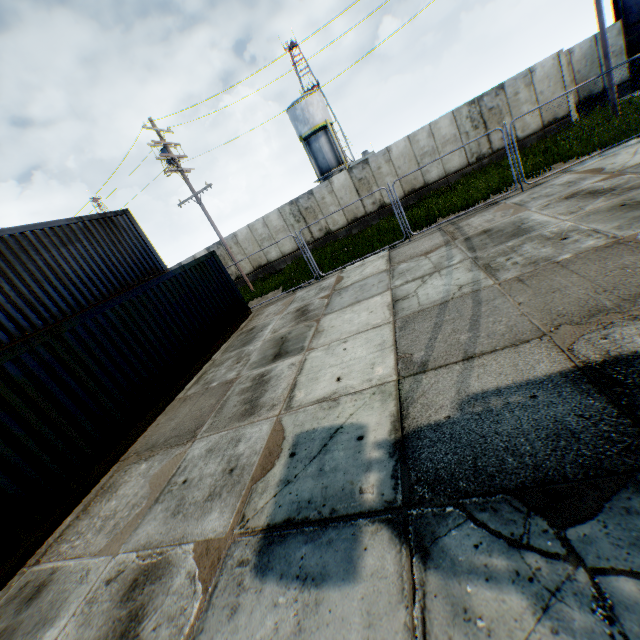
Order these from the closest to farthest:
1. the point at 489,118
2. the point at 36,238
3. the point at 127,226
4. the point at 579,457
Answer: the point at 579,457 → the point at 36,238 → the point at 127,226 → the point at 489,118

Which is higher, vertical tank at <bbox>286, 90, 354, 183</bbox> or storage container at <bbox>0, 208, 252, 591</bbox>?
vertical tank at <bbox>286, 90, 354, 183</bbox>

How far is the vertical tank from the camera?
33.0m

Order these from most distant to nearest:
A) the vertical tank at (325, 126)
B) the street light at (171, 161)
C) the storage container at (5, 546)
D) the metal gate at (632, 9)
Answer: the vertical tank at (325, 126) → the metal gate at (632, 9) → the street light at (171, 161) → the storage container at (5, 546)

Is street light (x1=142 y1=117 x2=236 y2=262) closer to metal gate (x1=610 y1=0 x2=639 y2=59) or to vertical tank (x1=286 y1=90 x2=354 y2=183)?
vertical tank (x1=286 y1=90 x2=354 y2=183)

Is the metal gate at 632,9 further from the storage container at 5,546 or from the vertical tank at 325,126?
the storage container at 5,546

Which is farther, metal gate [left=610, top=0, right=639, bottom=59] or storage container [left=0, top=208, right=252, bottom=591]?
metal gate [left=610, top=0, right=639, bottom=59]

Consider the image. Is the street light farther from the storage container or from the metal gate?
the metal gate
